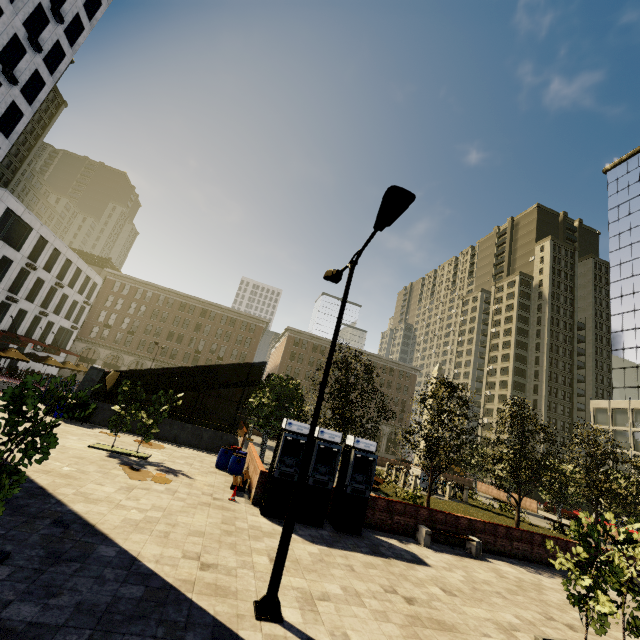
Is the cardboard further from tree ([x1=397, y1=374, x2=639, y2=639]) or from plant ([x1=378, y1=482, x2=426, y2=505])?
plant ([x1=378, y1=482, x2=426, y2=505])

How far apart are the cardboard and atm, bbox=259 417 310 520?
3.4 meters

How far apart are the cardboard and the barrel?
3.7 meters

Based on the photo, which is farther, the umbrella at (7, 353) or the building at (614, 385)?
the building at (614, 385)

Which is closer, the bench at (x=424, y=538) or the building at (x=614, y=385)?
the bench at (x=424, y=538)

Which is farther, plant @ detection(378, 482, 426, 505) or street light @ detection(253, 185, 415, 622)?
plant @ detection(378, 482, 426, 505)

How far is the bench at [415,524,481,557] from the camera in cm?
1268

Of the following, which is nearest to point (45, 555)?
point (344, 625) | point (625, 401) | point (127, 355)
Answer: point (344, 625)
